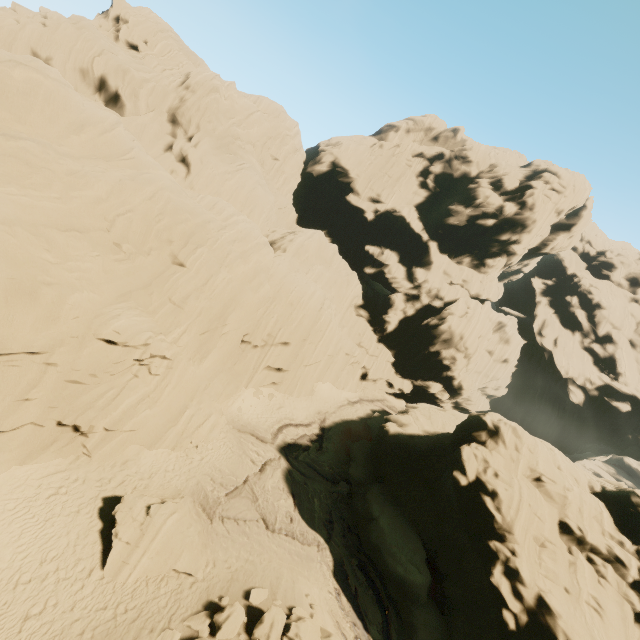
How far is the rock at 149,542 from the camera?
13.5m

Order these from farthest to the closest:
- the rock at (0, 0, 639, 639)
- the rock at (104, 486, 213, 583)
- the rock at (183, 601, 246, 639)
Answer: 1. the rock at (0, 0, 639, 639)
2. the rock at (104, 486, 213, 583)
3. the rock at (183, 601, 246, 639)

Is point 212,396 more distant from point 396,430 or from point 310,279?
point 310,279

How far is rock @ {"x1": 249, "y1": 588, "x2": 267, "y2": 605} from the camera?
14.0 meters

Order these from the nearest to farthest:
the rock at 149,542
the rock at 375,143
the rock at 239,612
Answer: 1. the rock at 239,612
2. the rock at 149,542
3. the rock at 375,143

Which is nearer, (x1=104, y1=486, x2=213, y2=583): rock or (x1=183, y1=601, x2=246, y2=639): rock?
(x1=183, y1=601, x2=246, y2=639): rock
